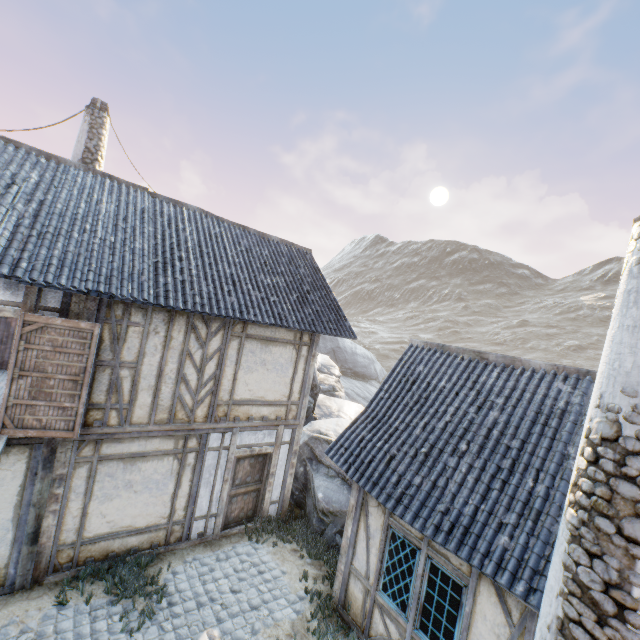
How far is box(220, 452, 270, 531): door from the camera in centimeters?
857cm

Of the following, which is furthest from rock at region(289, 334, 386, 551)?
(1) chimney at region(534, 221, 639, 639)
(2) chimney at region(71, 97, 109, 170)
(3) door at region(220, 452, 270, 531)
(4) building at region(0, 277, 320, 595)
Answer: (1) chimney at region(534, 221, 639, 639)

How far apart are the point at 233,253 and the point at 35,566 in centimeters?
805cm

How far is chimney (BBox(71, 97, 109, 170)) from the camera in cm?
1075

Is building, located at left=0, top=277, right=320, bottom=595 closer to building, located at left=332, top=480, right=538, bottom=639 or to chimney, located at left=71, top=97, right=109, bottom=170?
chimney, located at left=71, top=97, right=109, bottom=170

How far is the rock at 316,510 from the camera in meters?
9.2 m

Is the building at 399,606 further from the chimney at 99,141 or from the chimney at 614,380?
the chimney at 99,141

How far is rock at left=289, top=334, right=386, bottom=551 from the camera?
9.2 meters
